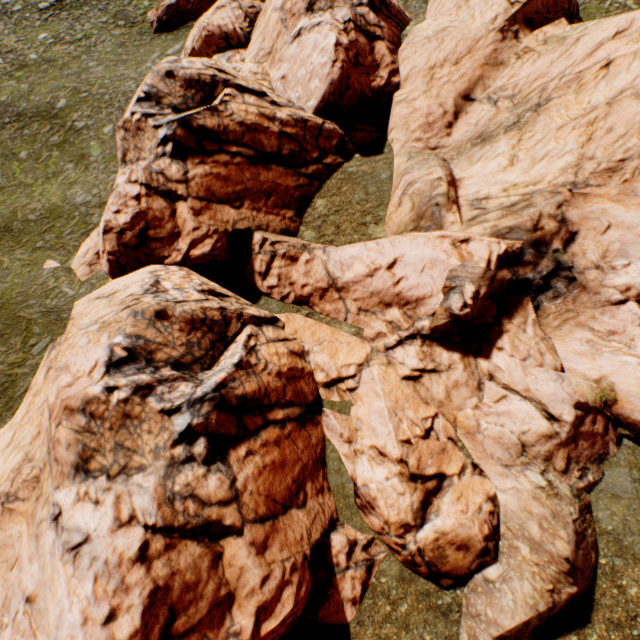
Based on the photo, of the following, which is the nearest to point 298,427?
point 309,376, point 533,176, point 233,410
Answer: point 309,376
